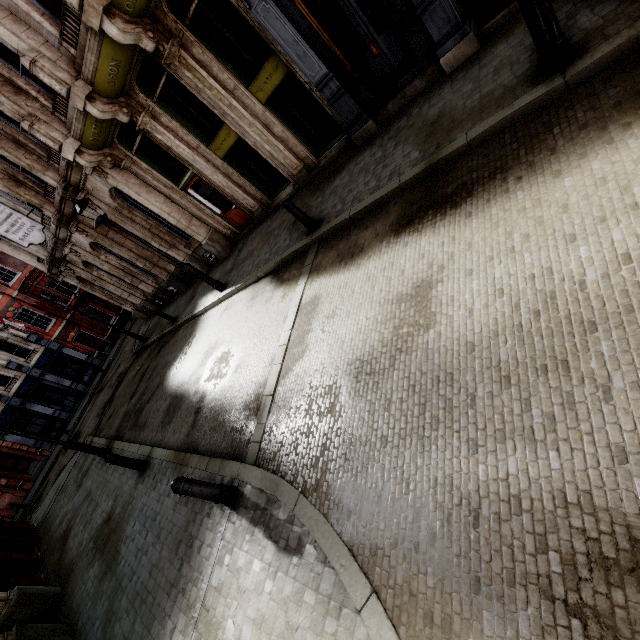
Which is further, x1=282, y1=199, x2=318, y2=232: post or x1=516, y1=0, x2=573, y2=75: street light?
x1=282, y1=199, x2=318, y2=232: post

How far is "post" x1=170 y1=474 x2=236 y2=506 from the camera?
4.5 meters

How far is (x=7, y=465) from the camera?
25.0 meters

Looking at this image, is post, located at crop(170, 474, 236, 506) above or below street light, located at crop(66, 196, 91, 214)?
below

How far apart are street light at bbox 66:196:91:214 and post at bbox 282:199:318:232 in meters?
4.7

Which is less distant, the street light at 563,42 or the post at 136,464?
the street light at 563,42

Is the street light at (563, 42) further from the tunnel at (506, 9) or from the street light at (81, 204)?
the street light at (81, 204)

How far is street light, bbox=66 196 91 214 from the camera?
8.87m
